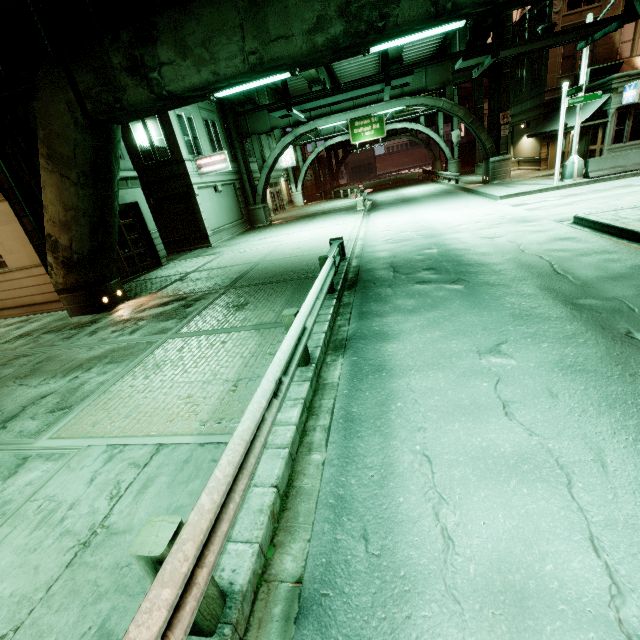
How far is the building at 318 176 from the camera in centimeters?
5139cm

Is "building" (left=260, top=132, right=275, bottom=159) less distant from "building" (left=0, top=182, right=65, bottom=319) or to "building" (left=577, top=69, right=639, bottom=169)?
"building" (left=0, top=182, right=65, bottom=319)

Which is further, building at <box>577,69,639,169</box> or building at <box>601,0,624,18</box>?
building at <box>601,0,624,18</box>

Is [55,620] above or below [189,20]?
below

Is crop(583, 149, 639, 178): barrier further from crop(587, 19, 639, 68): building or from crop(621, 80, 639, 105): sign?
crop(621, 80, 639, 105): sign

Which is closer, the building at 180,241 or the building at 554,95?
the building at 180,241

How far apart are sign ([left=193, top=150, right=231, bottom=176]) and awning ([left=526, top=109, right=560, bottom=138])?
20.64m

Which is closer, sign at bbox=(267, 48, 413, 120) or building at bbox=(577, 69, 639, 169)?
sign at bbox=(267, 48, 413, 120)
